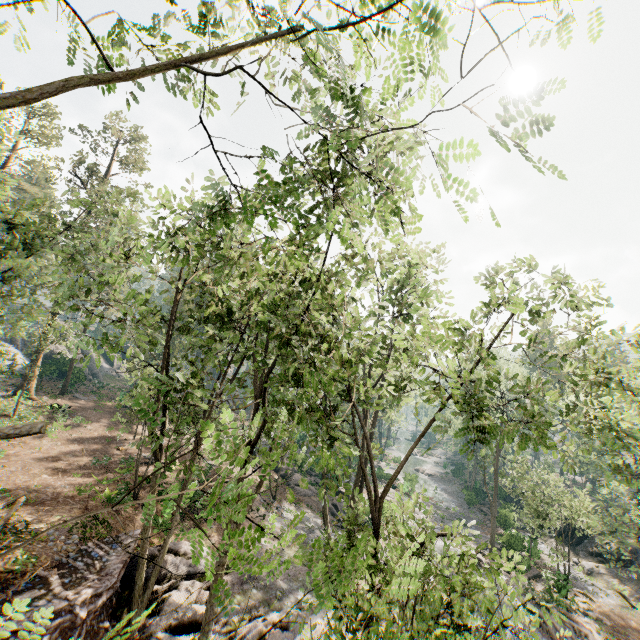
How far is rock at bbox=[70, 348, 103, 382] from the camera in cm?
3922

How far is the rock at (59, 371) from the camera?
39.1 meters

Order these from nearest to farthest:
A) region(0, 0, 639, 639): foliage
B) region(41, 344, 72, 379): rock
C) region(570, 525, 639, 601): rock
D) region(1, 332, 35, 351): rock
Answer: region(0, 0, 639, 639): foliage, region(570, 525, 639, 601): rock, region(41, 344, 72, 379): rock, region(1, 332, 35, 351): rock

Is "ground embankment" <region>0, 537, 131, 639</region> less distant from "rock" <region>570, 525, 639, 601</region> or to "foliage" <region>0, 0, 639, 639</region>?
"foliage" <region>0, 0, 639, 639</region>

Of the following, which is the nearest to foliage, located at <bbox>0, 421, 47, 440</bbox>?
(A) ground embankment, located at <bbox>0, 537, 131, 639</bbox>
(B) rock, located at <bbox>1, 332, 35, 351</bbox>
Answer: (A) ground embankment, located at <bbox>0, 537, 131, 639</bbox>

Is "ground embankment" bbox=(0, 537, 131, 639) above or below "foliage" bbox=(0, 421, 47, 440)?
below

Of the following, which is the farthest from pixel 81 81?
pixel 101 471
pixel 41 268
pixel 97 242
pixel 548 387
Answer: pixel 41 268
